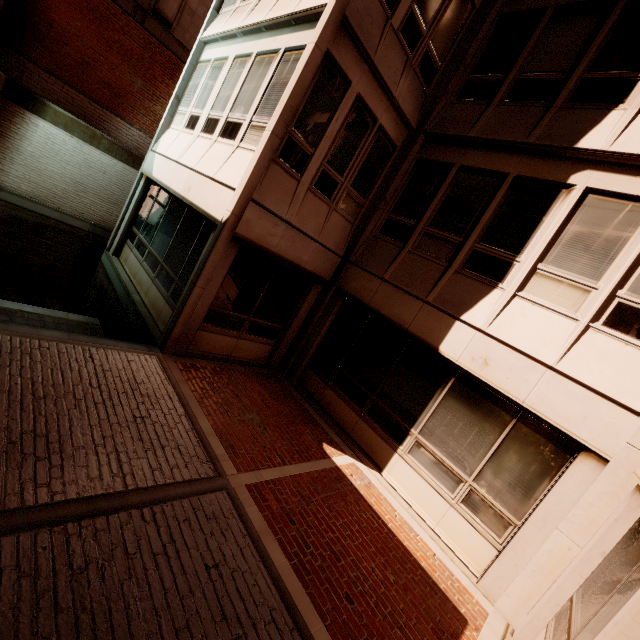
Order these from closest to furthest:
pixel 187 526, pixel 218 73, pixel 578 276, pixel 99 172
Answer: pixel 187 526, pixel 578 276, pixel 218 73, pixel 99 172

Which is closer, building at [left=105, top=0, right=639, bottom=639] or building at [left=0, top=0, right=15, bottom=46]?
building at [left=105, top=0, right=639, bottom=639]

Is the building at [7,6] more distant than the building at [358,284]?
Yes
